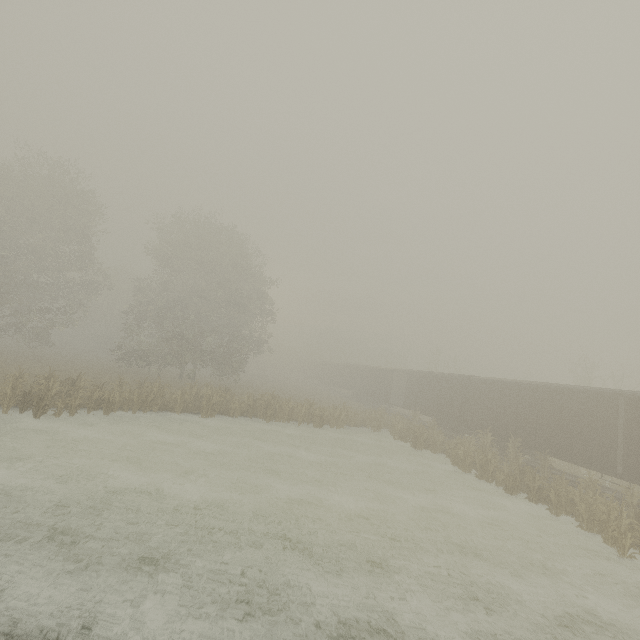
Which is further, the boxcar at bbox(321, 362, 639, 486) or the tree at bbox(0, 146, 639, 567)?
the tree at bbox(0, 146, 639, 567)

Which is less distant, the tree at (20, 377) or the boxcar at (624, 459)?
the boxcar at (624, 459)

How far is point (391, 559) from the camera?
8.6 meters
